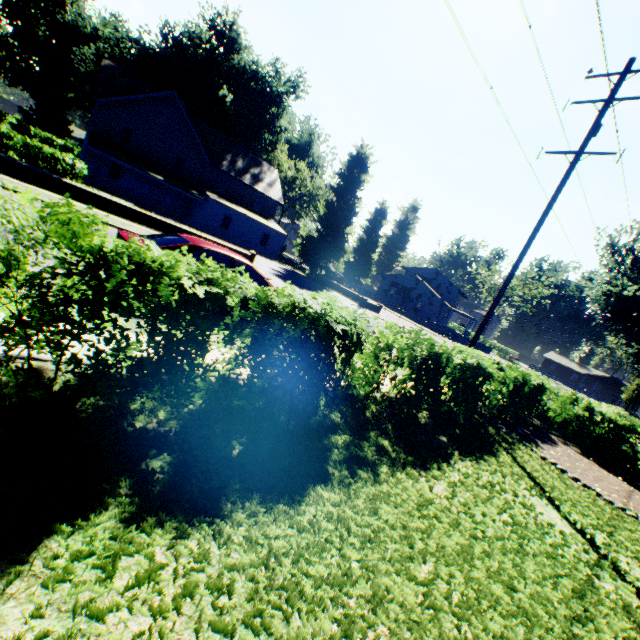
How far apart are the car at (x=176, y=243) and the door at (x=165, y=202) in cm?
3100

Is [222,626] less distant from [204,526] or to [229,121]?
[204,526]

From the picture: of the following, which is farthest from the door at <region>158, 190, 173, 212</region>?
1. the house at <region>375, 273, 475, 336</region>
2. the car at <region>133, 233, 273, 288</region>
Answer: the house at <region>375, 273, 475, 336</region>

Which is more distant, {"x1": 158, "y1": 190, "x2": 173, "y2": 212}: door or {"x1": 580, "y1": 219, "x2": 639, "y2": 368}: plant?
{"x1": 158, "y1": 190, "x2": 173, "y2": 212}: door

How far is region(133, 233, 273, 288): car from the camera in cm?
664

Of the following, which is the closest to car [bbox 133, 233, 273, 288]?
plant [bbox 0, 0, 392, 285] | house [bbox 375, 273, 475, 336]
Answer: plant [bbox 0, 0, 392, 285]

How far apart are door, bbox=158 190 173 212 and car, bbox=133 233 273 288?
31.0 meters

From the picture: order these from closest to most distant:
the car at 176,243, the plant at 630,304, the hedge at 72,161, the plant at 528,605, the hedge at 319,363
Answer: the plant at 528,605
the hedge at 319,363
the car at 176,243
the hedge at 72,161
the plant at 630,304
